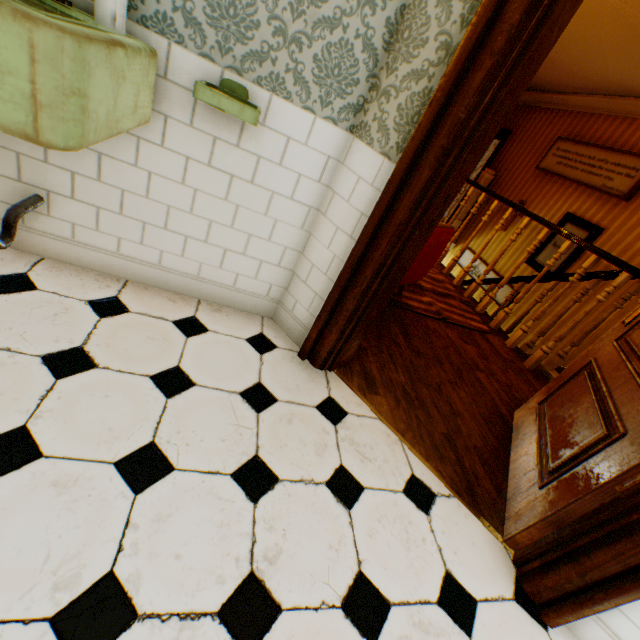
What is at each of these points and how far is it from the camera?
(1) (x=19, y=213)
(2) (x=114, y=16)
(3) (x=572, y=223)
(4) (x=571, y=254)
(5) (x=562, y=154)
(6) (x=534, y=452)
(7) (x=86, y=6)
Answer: (1) hand sink, 1.4 meters
(2) cup, 1.1 meters
(3) picture frame, 5.3 meters
(4) picture frame, 5.1 meters
(5) picture frame, 5.7 meters
(6) childactor, 1.9 meters
(7) building, 1.2 meters

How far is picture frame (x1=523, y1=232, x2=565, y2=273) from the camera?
5.45m

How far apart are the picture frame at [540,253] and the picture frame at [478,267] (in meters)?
0.45

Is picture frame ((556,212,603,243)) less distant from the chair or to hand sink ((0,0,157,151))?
the chair

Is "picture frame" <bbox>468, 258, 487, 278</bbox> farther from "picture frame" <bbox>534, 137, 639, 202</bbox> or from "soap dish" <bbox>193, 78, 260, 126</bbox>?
"soap dish" <bbox>193, 78, 260, 126</bbox>

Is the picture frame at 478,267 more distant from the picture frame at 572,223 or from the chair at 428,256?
the chair at 428,256

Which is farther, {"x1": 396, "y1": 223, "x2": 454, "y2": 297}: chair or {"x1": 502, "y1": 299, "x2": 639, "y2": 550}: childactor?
{"x1": 396, "y1": 223, "x2": 454, "y2": 297}: chair

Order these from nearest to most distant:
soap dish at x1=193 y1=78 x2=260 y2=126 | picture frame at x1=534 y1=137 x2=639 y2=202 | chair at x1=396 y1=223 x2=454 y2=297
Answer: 1. soap dish at x1=193 y1=78 x2=260 y2=126
2. chair at x1=396 y1=223 x2=454 y2=297
3. picture frame at x1=534 y1=137 x2=639 y2=202
